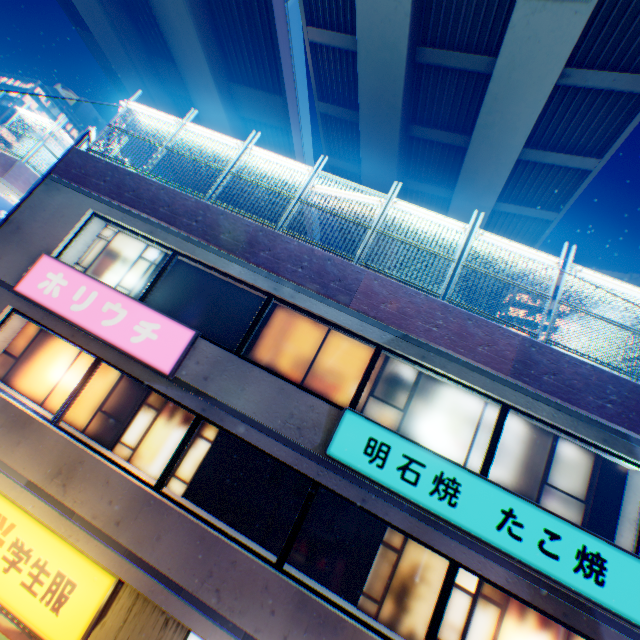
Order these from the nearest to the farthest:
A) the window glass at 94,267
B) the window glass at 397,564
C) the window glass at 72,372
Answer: the window glass at 397,564 < the window glass at 72,372 < the window glass at 94,267

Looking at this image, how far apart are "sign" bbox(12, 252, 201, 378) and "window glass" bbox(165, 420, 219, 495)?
0.6m

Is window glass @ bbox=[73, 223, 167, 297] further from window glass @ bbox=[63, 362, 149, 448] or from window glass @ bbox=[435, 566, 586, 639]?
window glass @ bbox=[435, 566, 586, 639]

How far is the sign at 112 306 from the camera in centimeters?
687cm

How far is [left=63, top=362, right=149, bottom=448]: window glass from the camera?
7.1 meters

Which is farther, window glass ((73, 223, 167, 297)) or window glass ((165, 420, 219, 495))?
window glass ((73, 223, 167, 297))

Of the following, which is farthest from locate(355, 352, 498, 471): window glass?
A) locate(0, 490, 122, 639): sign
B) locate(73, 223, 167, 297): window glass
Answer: locate(0, 490, 122, 639): sign

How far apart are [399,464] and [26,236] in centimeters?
1046cm
